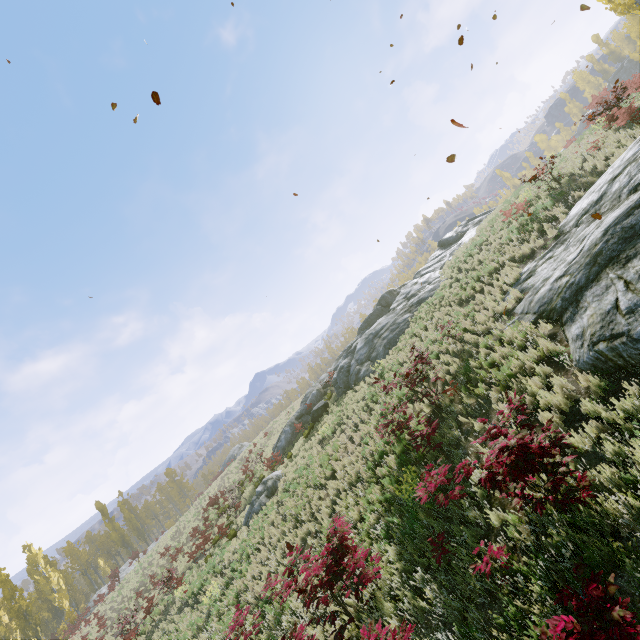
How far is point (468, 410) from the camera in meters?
8.5

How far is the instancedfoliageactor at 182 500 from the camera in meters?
42.1 m

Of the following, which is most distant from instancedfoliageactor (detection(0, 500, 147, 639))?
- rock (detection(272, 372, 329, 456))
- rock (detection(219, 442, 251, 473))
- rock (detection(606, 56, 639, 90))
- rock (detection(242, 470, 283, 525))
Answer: rock (detection(272, 372, 329, 456))

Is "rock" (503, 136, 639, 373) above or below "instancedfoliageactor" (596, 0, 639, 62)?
below

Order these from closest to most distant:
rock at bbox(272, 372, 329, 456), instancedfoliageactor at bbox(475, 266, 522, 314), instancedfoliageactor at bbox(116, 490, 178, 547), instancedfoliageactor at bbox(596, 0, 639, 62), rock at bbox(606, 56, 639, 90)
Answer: instancedfoliageactor at bbox(475, 266, 522, 314) → instancedfoliageactor at bbox(596, 0, 639, 62) → rock at bbox(272, 372, 329, 456) → rock at bbox(606, 56, 639, 90) → instancedfoliageactor at bbox(116, 490, 178, 547)

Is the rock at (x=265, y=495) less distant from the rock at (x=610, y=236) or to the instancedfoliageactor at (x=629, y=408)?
the rock at (x=610, y=236)

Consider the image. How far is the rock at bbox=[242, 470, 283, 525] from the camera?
18.1m

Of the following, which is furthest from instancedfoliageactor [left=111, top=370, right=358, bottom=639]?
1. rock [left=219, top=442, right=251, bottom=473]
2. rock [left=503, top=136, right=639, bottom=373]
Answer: rock [left=219, top=442, right=251, bottom=473]
